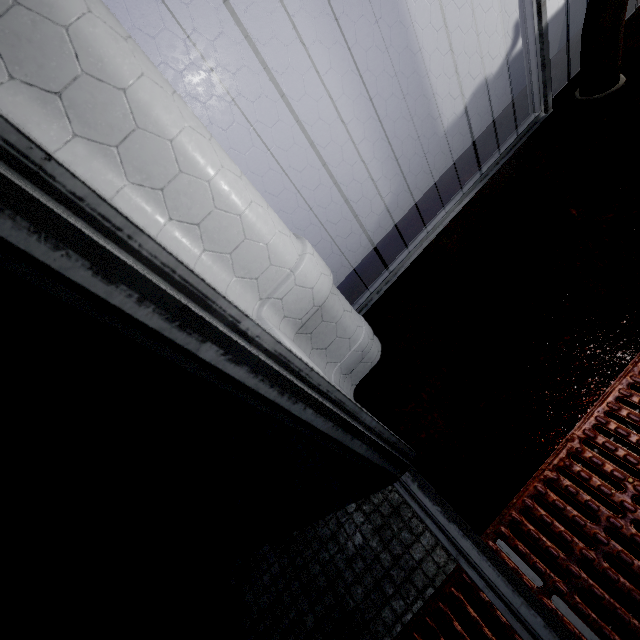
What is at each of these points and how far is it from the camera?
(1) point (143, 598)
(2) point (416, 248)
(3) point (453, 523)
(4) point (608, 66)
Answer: (1) barrel, 1.2 meters
(2) door, 1.9 meters
(3) door, 1.1 meters
(4) pipe, 1.7 meters

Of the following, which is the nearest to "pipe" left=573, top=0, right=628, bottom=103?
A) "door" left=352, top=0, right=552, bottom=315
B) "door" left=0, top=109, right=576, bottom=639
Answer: "door" left=352, top=0, right=552, bottom=315

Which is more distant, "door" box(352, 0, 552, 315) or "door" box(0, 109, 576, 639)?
"door" box(352, 0, 552, 315)

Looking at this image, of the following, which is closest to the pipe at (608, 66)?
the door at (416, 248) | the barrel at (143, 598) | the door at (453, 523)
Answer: the door at (416, 248)

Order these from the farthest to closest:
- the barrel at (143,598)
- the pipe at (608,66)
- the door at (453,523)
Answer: the pipe at (608,66) → the barrel at (143,598) → the door at (453,523)

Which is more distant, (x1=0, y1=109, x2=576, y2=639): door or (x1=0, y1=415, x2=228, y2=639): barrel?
(x1=0, y1=415, x2=228, y2=639): barrel

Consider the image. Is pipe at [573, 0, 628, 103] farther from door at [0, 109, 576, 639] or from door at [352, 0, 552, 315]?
door at [0, 109, 576, 639]

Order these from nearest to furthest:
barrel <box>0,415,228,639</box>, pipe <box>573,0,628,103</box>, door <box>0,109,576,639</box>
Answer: door <box>0,109,576,639</box>, barrel <box>0,415,228,639</box>, pipe <box>573,0,628,103</box>
